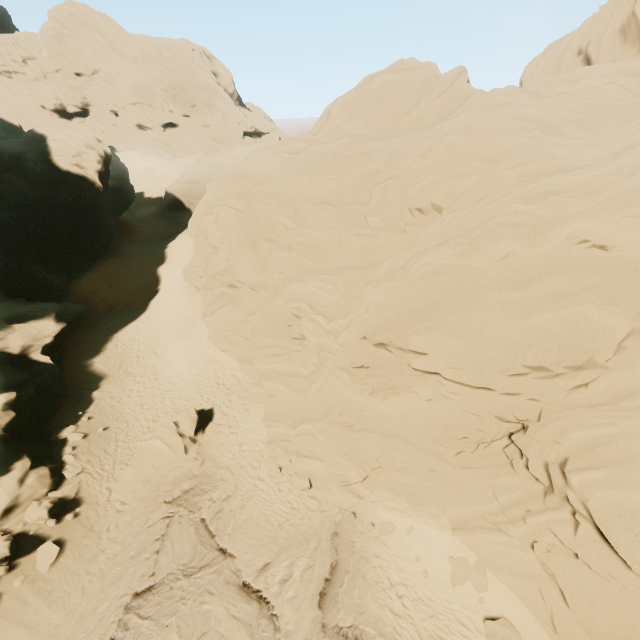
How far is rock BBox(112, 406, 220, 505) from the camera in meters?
14.6

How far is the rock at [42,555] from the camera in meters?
11.9 m

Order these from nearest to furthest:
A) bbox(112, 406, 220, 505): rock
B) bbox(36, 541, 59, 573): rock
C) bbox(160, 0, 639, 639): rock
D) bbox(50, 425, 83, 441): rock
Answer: bbox(160, 0, 639, 639): rock
bbox(36, 541, 59, 573): rock
bbox(112, 406, 220, 505): rock
bbox(50, 425, 83, 441): rock

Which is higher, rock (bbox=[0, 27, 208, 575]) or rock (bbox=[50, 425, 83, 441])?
rock (bbox=[0, 27, 208, 575])

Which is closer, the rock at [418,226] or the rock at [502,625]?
the rock at [418,226]

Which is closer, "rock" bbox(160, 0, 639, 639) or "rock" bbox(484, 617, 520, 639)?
"rock" bbox(160, 0, 639, 639)

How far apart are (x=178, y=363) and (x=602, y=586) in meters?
22.3
